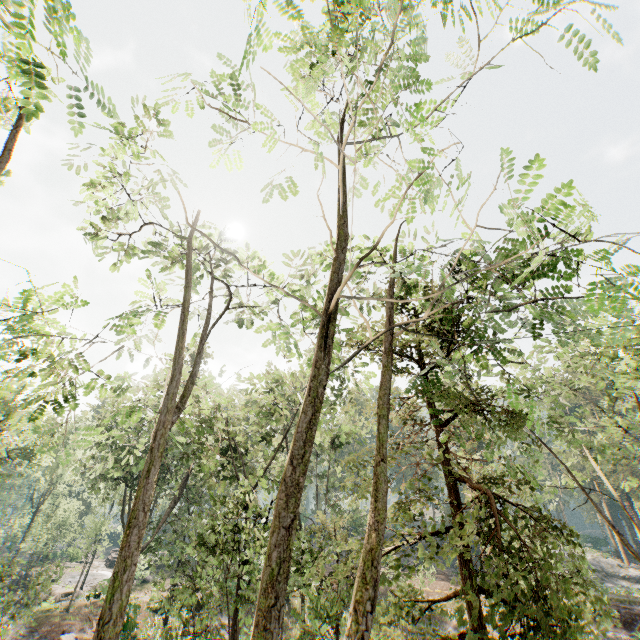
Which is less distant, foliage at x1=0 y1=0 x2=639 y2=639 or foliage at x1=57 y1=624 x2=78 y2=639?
foliage at x1=0 y1=0 x2=639 y2=639

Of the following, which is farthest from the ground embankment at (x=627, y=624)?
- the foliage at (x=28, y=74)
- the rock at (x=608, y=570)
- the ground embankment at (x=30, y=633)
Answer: the ground embankment at (x=30, y=633)

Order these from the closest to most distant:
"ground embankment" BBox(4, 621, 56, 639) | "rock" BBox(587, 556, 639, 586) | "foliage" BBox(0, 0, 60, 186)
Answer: "foliage" BBox(0, 0, 60, 186)
"ground embankment" BBox(4, 621, 56, 639)
"rock" BBox(587, 556, 639, 586)

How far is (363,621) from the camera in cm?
260

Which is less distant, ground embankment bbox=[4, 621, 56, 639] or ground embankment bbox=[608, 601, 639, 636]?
ground embankment bbox=[4, 621, 56, 639]

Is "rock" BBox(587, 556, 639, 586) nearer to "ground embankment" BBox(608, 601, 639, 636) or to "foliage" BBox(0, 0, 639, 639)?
"foliage" BBox(0, 0, 639, 639)

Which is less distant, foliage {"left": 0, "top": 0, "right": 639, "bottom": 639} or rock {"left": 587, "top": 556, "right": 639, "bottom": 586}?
foliage {"left": 0, "top": 0, "right": 639, "bottom": 639}

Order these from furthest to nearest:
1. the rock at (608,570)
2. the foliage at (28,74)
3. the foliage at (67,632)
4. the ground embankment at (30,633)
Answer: the rock at (608,570) < the ground embankment at (30,633) < the foliage at (67,632) < the foliage at (28,74)
